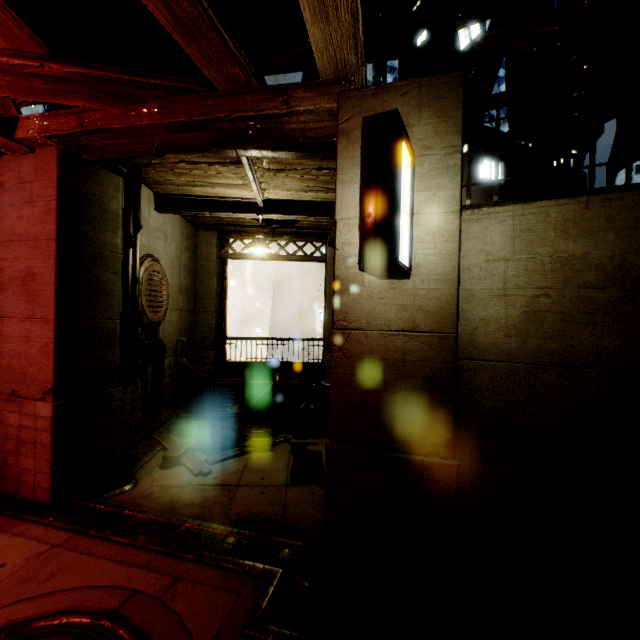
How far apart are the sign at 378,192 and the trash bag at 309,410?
6.8 meters

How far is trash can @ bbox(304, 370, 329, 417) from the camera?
9.4 meters

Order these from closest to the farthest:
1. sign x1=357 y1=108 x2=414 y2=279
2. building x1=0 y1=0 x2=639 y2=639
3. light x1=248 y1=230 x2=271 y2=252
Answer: sign x1=357 y1=108 x2=414 y2=279, building x1=0 y1=0 x2=639 y2=639, light x1=248 y1=230 x2=271 y2=252

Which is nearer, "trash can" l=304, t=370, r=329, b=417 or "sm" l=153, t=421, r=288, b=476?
"sm" l=153, t=421, r=288, b=476

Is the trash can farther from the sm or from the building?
the sm

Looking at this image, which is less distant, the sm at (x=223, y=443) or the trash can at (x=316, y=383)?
the sm at (x=223, y=443)

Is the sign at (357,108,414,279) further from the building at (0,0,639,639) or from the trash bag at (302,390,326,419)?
the trash bag at (302,390,326,419)

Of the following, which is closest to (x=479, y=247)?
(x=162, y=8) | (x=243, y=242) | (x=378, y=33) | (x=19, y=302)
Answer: (x=378, y=33)
